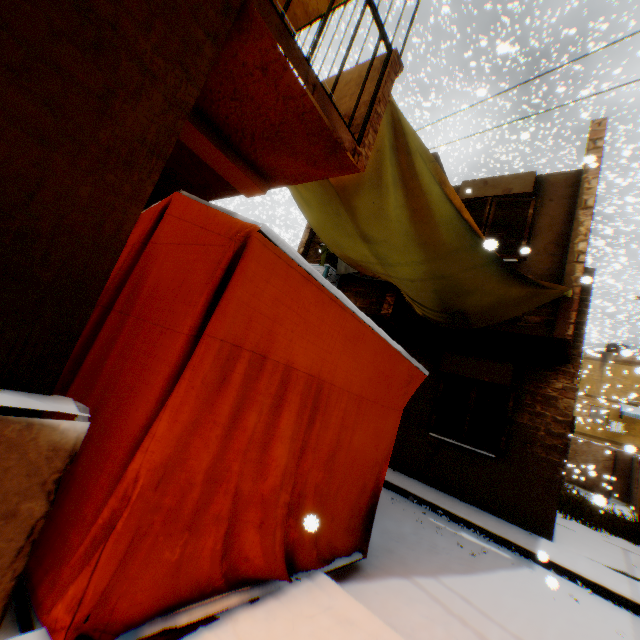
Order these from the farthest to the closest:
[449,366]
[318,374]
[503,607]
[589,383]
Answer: [589,383]
[449,366]
[503,607]
[318,374]

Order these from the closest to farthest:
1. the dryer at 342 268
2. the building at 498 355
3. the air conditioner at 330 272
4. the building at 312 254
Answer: the building at 498 355
the dryer at 342 268
the air conditioner at 330 272
the building at 312 254

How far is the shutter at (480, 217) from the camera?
7.45m

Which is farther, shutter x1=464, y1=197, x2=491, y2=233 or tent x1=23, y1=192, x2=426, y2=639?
shutter x1=464, y1=197, x2=491, y2=233

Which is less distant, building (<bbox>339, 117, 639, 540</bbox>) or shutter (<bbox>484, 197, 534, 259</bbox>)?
building (<bbox>339, 117, 639, 540</bbox>)

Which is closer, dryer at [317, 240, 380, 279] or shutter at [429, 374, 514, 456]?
shutter at [429, 374, 514, 456]

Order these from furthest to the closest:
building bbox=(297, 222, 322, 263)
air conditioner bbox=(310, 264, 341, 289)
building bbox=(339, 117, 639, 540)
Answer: building bbox=(297, 222, 322, 263), air conditioner bbox=(310, 264, 341, 289), building bbox=(339, 117, 639, 540)
